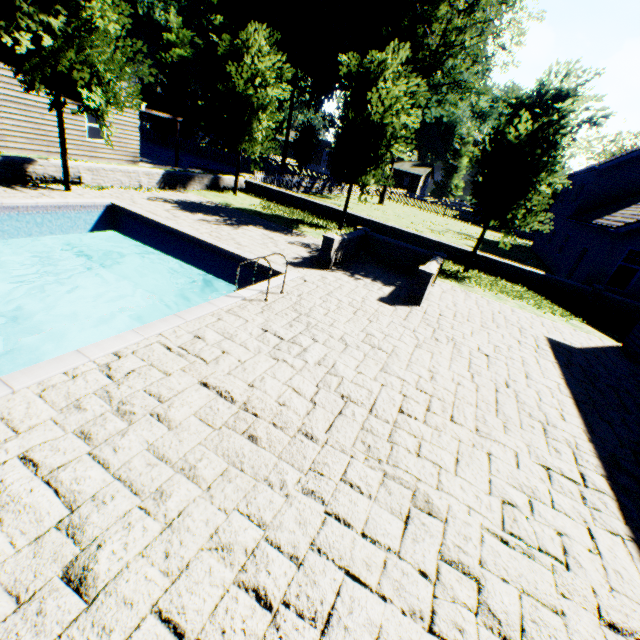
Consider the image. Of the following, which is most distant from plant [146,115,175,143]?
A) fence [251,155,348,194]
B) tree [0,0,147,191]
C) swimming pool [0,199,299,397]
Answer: swimming pool [0,199,299,397]

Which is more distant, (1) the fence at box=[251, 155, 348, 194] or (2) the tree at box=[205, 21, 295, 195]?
(1) the fence at box=[251, 155, 348, 194]

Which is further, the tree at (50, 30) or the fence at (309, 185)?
the fence at (309, 185)

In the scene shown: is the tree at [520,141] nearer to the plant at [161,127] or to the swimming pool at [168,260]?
the swimming pool at [168,260]

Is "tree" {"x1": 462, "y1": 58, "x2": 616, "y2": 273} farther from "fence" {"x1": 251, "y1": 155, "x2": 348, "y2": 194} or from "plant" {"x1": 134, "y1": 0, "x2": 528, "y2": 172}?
"plant" {"x1": 134, "y1": 0, "x2": 528, "y2": 172}

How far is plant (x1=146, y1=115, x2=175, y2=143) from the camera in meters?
36.2 m

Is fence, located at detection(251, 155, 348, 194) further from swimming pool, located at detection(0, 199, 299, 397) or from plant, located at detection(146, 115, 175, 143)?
swimming pool, located at detection(0, 199, 299, 397)

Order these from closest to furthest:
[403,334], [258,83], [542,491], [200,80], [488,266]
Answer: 1. [542,491]
2. [403,334]
3. [488,266]
4. [258,83]
5. [200,80]
